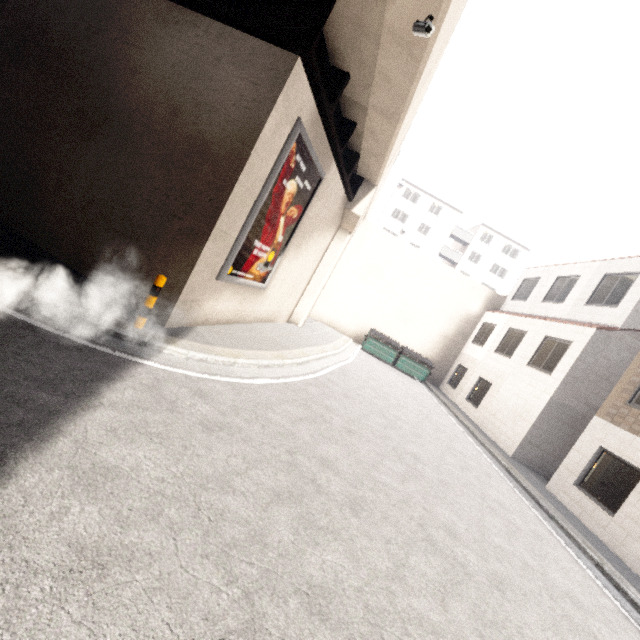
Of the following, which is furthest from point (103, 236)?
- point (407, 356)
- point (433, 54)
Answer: point (407, 356)

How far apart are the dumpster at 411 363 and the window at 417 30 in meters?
15.0

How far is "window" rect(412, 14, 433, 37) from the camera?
5.1 meters

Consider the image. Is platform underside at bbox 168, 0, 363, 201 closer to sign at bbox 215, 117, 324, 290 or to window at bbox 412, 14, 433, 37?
sign at bbox 215, 117, 324, 290

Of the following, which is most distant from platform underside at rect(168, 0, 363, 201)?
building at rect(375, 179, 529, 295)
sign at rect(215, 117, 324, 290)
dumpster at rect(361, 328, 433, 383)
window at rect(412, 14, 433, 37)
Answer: dumpster at rect(361, 328, 433, 383)

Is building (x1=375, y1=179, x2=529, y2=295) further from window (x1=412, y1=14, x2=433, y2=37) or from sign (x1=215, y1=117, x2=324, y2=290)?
window (x1=412, y1=14, x2=433, y2=37)

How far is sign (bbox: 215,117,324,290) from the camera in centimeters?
727cm

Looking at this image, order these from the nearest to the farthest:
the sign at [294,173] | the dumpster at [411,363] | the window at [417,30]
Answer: the window at [417,30] < the sign at [294,173] < the dumpster at [411,363]
